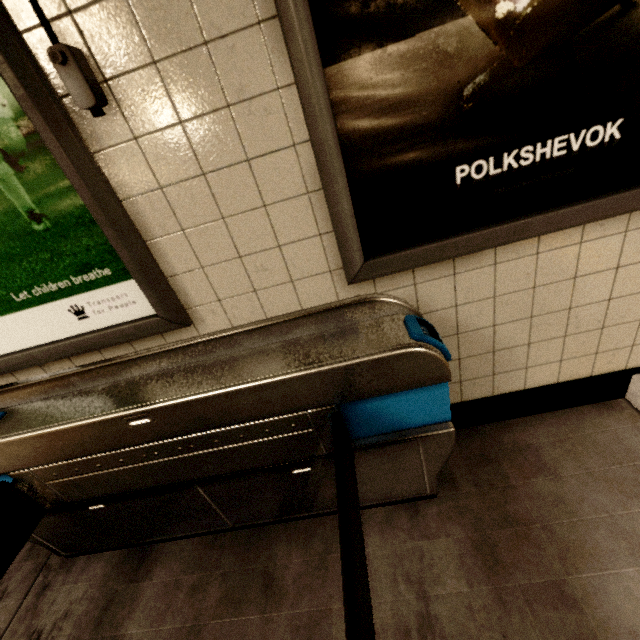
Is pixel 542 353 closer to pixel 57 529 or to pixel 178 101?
pixel 178 101

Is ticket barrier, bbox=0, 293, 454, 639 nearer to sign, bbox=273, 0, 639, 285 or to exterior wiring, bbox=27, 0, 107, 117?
sign, bbox=273, 0, 639, 285

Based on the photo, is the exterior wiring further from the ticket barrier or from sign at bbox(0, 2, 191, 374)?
the ticket barrier

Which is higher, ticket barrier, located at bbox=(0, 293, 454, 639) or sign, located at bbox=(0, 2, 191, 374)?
sign, located at bbox=(0, 2, 191, 374)

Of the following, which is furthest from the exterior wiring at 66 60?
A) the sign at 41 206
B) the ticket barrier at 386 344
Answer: the ticket barrier at 386 344

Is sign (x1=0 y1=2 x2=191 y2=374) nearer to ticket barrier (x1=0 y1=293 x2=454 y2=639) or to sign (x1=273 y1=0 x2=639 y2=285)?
ticket barrier (x1=0 y1=293 x2=454 y2=639)

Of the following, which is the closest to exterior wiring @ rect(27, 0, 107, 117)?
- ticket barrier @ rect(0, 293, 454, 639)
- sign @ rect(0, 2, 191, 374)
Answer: sign @ rect(0, 2, 191, 374)

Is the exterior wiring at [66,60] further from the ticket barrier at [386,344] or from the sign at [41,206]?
the ticket barrier at [386,344]
